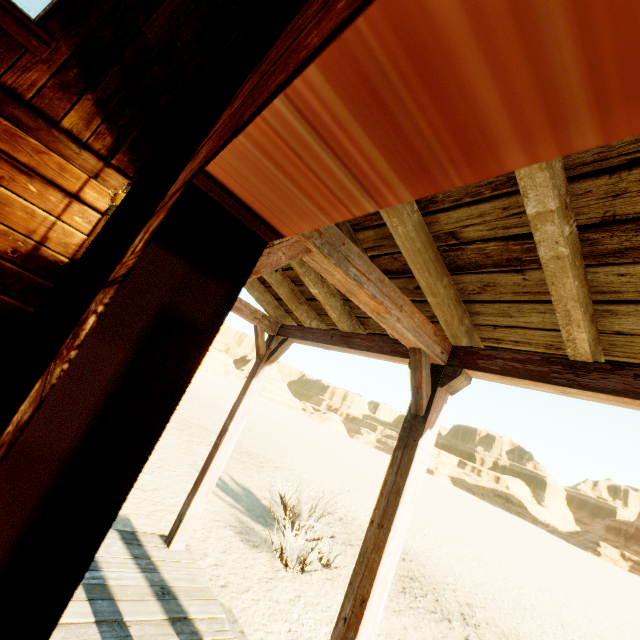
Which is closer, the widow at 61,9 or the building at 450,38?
the building at 450,38

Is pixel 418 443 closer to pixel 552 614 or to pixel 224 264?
pixel 224 264

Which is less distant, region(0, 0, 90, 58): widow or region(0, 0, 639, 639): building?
region(0, 0, 639, 639): building
